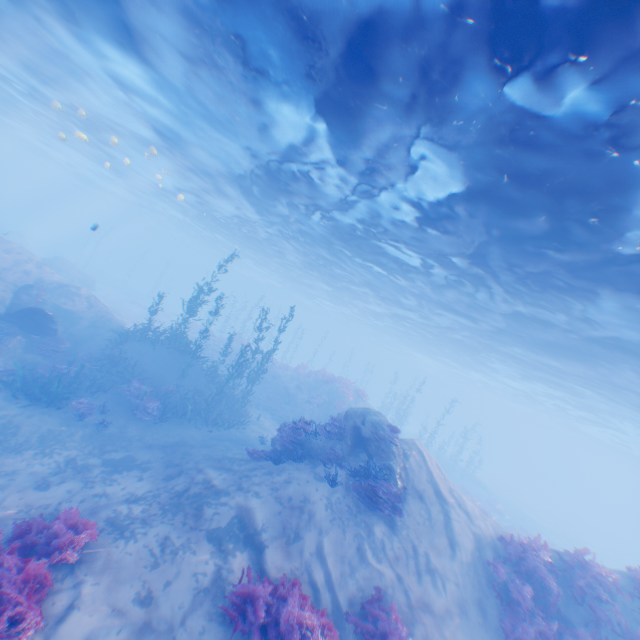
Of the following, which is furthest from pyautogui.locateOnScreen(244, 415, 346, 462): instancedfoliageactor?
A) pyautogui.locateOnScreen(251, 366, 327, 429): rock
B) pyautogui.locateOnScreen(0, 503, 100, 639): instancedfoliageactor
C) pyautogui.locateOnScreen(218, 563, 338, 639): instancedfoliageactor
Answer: pyautogui.locateOnScreen(251, 366, 327, 429): rock

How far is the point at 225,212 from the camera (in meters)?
28.03

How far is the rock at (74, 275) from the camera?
31.41m

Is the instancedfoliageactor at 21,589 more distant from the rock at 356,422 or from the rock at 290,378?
the rock at 290,378

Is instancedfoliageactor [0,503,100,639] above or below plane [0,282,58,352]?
below

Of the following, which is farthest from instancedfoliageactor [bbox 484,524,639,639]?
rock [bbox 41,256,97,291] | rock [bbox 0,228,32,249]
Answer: rock [bbox 0,228,32,249]

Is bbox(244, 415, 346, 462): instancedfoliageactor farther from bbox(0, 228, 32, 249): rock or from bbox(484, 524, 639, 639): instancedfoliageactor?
bbox(0, 228, 32, 249): rock

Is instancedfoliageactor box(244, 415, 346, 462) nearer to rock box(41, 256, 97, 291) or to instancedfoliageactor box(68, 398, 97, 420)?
rock box(41, 256, 97, 291)
